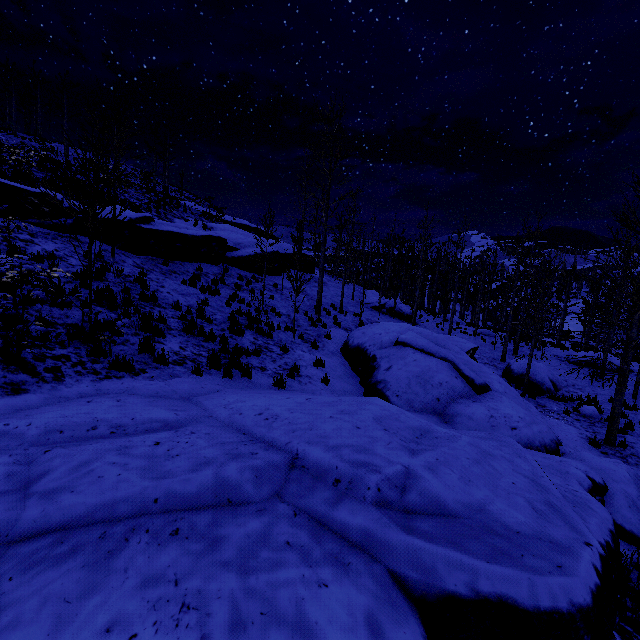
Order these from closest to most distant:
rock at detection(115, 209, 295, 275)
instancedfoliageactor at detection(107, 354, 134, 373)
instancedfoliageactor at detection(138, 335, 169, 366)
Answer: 1. instancedfoliageactor at detection(107, 354, 134, 373)
2. instancedfoliageactor at detection(138, 335, 169, 366)
3. rock at detection(115, 209, 295, 275)

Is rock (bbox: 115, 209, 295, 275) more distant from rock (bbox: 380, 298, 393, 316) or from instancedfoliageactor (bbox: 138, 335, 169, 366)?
instancedfoliageactor (bbox: 138, 335, 169, 366)

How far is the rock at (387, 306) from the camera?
27.15m

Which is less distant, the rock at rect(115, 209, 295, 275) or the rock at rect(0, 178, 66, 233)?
the rock at rect(0, 178, 66, 233)

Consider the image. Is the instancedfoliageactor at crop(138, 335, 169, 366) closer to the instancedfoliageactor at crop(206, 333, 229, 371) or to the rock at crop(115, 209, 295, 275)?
the rock at crop(115, 209, 295, 275)

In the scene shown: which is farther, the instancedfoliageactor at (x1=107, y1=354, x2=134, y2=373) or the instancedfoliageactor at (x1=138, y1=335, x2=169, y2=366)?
the instancedfoliageactor at (x1=138, y1=335, x2=169, y2=366)

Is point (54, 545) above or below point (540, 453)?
above

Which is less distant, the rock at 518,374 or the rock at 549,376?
the rock at 549,376
